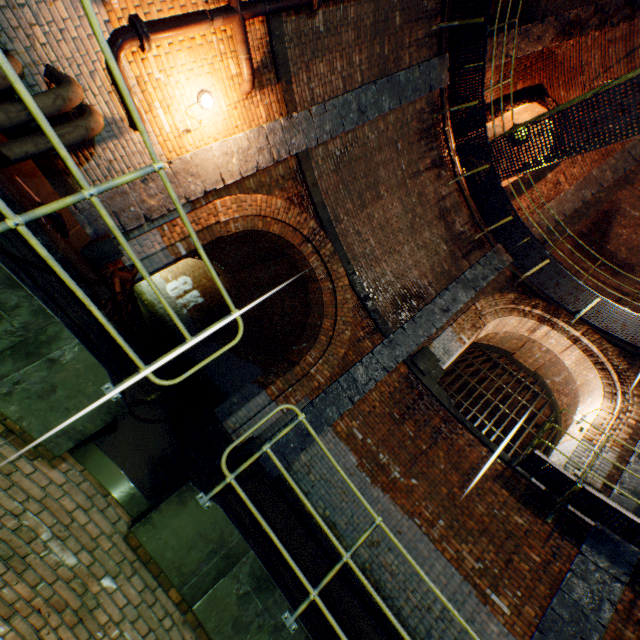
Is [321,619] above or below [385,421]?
below

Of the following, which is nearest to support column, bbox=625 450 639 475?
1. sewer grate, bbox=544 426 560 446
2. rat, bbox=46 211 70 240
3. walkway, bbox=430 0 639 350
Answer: walkway, bbox=430 0 639 350

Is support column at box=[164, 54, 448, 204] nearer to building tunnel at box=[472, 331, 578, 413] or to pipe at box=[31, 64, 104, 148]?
pipe at box=[31, 64, 104, 148]

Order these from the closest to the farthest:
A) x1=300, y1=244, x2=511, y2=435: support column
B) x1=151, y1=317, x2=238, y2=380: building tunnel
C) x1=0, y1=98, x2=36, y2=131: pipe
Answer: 1. x1=0, y1=98, x2=36, y2=131: pipe
2. x1=300, y1=244, x2=511, y2=435: support column
3. x1=151, y1=317, x2=238, y2=380: building tunnel

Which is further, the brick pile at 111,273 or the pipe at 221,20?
the brick pile at 111,273

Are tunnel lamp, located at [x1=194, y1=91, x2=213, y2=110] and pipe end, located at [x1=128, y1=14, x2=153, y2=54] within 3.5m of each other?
yes

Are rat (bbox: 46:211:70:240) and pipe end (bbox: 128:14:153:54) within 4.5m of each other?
yes

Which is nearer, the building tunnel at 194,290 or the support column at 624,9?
the support column at 624,9
